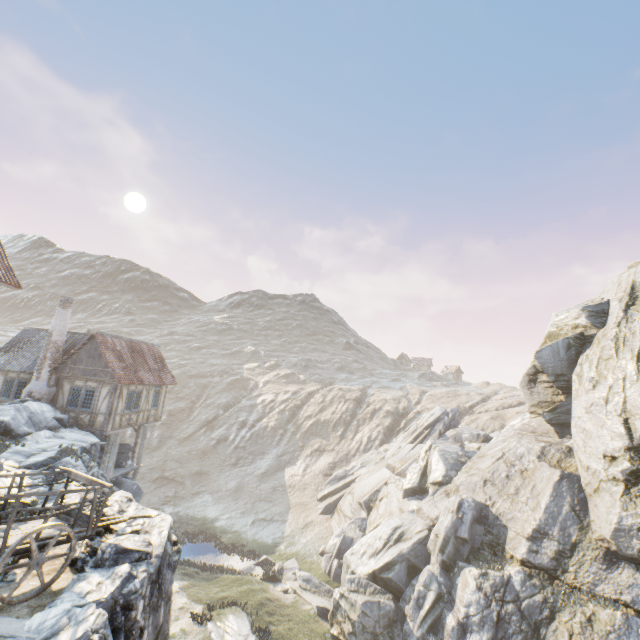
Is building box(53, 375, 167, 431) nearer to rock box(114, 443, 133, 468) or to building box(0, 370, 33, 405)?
rock box(114, 443, 133, 468)

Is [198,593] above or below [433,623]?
below

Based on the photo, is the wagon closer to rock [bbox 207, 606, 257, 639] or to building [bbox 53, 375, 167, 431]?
rock [bbox 207, 606, 257, 639]

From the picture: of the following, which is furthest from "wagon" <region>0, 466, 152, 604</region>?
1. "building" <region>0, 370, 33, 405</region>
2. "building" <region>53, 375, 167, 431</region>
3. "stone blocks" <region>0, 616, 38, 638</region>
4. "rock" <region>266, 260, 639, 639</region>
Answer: "building" <region>0, 370, 33, 405</region>

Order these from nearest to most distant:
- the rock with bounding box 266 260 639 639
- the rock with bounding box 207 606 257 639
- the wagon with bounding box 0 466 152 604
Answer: the wagon with bounding box 0 466 152 604 < the rock with bounding box 266 260 639 639 < the rock with bounding box 207 606 257 639

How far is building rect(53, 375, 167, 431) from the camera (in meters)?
19.89

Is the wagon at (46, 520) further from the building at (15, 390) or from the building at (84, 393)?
the building at (15, 390)

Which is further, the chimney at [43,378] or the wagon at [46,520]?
the chimney at [43,378]
